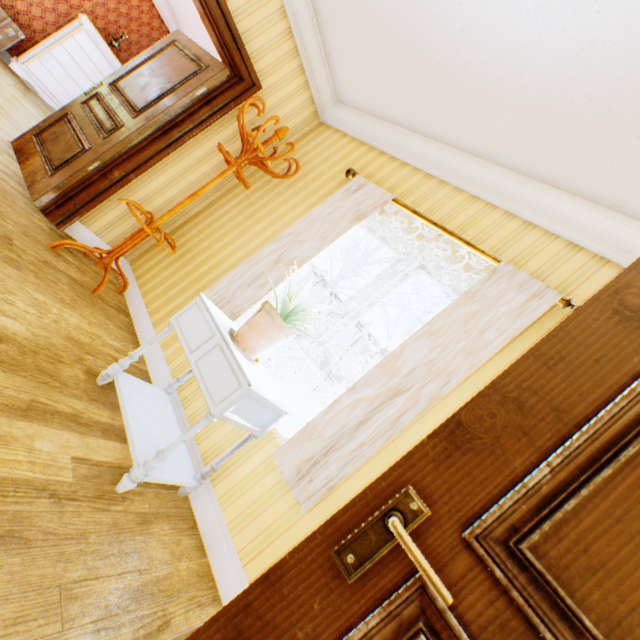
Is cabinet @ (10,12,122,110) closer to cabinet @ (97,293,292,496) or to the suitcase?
the suitcase

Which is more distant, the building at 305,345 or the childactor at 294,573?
the building at 305,345

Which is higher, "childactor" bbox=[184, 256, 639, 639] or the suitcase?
"childactor" bbox=[184, 256, 639, 639]

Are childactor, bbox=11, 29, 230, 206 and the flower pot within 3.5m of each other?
yes

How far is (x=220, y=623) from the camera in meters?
0.7

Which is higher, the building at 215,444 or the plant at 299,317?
the plant at 299,317

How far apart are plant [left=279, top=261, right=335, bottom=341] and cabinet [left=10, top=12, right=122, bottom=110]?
7.1m

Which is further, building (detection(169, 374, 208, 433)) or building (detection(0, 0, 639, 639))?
building (detection(169, 374, 208, 433))
